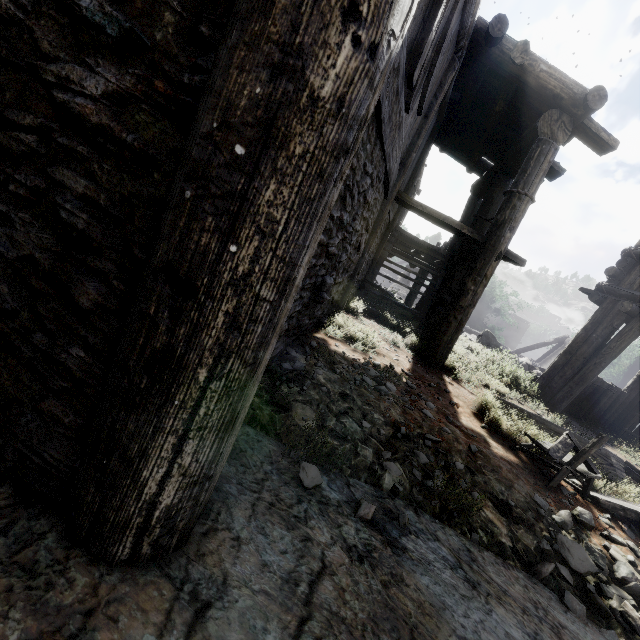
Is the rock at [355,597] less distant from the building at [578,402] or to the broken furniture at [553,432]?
the building at [578,402]

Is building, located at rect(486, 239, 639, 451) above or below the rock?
above

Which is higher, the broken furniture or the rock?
the broken furniture

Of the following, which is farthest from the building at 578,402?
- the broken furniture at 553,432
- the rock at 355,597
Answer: the broken furniture at 553,432

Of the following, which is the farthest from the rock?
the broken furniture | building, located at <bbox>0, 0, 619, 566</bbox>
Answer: the broken furniture

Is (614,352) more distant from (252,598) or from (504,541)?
(252,598)

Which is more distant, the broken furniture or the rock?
the broken furniture
